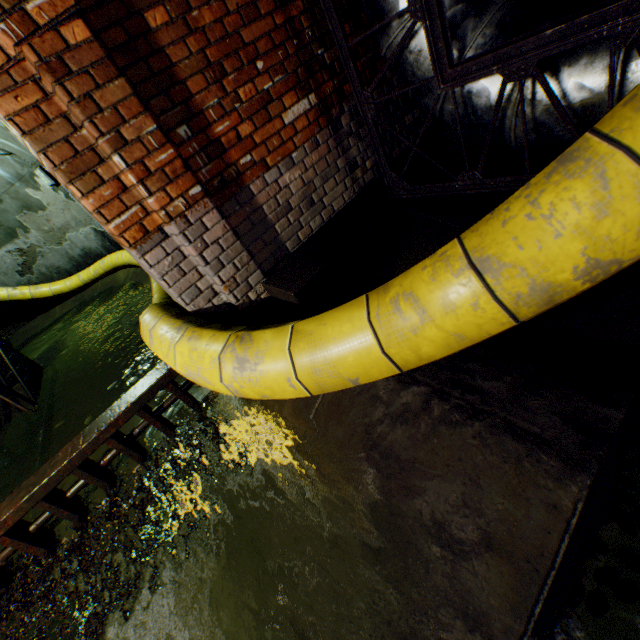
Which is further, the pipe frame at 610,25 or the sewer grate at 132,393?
the sewer grate at 132,393

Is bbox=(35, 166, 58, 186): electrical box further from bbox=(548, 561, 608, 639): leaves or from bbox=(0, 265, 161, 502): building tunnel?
bbox=(548, 561, 608, 639): leaves

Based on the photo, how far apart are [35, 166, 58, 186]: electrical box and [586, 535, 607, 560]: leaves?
10.4m

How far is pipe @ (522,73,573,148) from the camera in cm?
156

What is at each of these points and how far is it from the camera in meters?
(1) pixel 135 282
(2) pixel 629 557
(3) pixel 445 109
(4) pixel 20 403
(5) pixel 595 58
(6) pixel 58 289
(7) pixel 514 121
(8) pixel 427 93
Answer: (1) building tunnel, 8.0 m
(2) leaves, 2.0 m
(3) pipe, 1.9 m
(4) stairs, 5.2 m
(5) pipe, 1.4 m
(6) large conduit, 9.1 m
(7) pipe, 1.7 m
(8) pipe, 1.9 m

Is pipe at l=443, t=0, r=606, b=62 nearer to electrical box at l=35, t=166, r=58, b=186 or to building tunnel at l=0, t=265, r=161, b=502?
building tunnel at l=0, t=265, r=161, b=502

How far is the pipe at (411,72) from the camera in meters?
1.7 m
